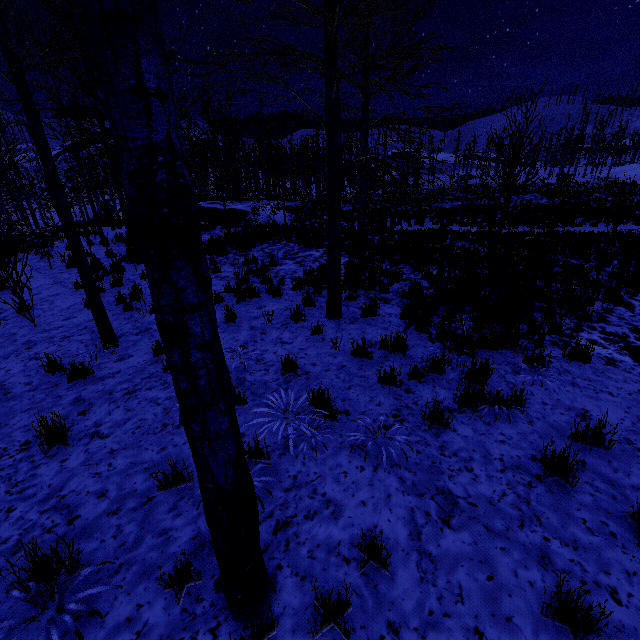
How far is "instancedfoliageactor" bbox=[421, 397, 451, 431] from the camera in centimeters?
365cm

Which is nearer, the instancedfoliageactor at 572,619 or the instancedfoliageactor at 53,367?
the instancedfoliageactor at 572,619

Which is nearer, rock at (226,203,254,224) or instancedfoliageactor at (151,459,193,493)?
instancedfoliageactor at (151,459,193,493)

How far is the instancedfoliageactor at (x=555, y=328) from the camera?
5.9 meters

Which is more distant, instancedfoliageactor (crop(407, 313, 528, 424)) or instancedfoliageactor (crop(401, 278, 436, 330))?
instancedfoliageactor (crop(401, 278, 436, 330))

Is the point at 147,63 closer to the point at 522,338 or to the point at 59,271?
the point at 522,338
